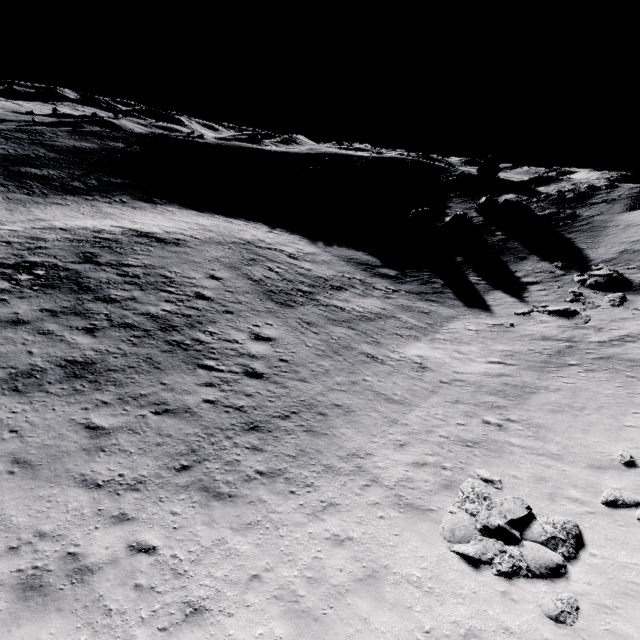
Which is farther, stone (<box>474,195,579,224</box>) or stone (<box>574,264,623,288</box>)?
stone (<box>474,195,579,224</box>)

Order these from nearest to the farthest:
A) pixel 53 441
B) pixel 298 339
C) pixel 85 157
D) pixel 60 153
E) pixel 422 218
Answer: pixel 53 441 → pixel 298 339 → pixel 422 218 → pixel 60 153 → pixel 85 157

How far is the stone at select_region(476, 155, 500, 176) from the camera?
52.44m

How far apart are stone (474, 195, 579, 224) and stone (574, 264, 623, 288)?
13.5 meters

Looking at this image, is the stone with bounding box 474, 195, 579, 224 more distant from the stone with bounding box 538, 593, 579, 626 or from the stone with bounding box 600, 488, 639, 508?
the stone with bounding box 538, 593, 579, 626

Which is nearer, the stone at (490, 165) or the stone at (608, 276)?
the stone at (608, 276)

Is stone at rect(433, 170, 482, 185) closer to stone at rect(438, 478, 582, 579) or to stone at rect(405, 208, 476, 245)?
stone at rect(405, 208, 476, 245)

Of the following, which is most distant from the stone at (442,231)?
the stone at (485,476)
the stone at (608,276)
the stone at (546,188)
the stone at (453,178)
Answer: the stone at (485,476)
